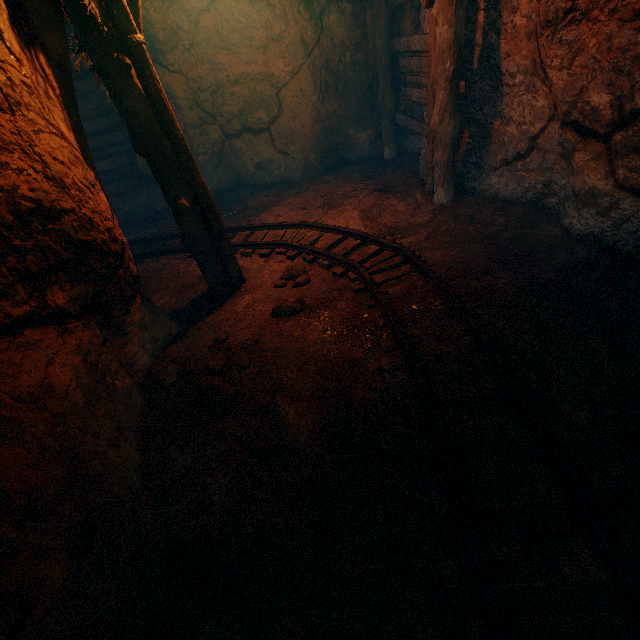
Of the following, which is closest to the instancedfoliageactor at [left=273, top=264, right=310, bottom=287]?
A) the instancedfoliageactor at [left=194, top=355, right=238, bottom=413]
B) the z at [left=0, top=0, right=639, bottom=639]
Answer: the z at [left=0, top=0, right=639, bottom=639]

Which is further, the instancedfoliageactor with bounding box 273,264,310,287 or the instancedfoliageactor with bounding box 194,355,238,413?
the instancedfoliageactor with bounding box 273,264,310,287

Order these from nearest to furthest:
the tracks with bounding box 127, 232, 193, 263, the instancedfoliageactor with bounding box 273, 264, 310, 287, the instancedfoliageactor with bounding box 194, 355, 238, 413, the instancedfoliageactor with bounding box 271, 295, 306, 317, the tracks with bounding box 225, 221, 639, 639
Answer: the tracks with bounding box 225, 221, 639, 639 < the instancedfoliageactor with bounding box 194, 355, 238, 413 < the instancedfoliageactor with bounding box 271, 295, 306, 317 < the instancedfoliageactor with bounding box 273, 264, 310, 287 < the tracks with bounding box 127, 232, 193, 263

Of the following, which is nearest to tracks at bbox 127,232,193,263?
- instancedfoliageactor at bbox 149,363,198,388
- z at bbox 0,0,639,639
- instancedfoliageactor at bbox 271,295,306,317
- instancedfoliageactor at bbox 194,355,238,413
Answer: z at bbox 0,0,639,639

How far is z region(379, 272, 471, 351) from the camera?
3.3 meters

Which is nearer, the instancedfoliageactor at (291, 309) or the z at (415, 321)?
the z at (415, 321)

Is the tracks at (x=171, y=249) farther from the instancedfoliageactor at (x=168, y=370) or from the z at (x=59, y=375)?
the instancedfoliageactor at (x=168, y=370)

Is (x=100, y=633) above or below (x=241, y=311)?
above
